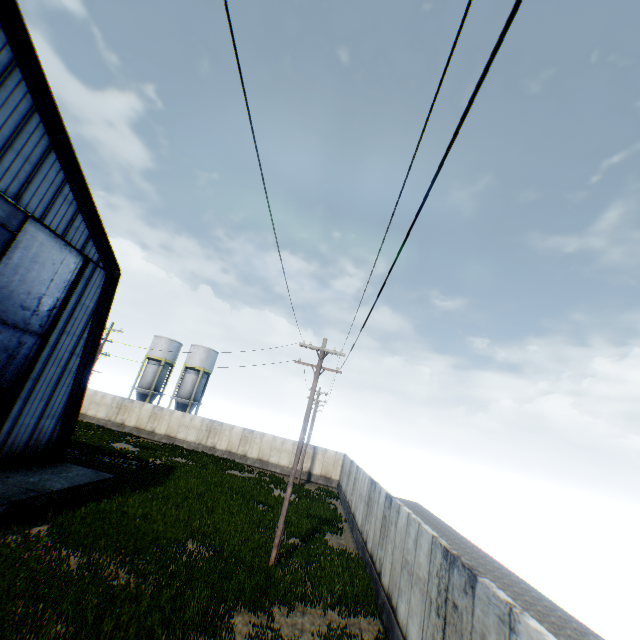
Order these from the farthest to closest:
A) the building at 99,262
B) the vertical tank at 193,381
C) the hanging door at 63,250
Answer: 1. the vertical tank at 193,381
2. the hanging door at 63,250
3. the building at 99,262

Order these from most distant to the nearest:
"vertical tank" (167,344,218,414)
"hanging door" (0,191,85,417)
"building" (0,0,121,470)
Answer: "vertical tank" (167,344,218,414) < "hanging door" (0,191,85,417) < "building" (0,0,121,470)

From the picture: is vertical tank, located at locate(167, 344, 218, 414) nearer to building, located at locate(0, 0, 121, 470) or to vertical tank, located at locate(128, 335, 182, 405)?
vertical tank, located at locate(128, 335, 182, 405)

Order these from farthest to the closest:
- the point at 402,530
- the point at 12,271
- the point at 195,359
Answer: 1. the point at 195,359
2. the point at 12,271
3. the point at 402,530

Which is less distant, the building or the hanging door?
the building

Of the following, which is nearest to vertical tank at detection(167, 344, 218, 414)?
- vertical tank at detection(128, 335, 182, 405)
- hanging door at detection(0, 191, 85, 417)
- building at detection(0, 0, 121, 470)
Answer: vertical tank at detection(128, 335, 182, 405)

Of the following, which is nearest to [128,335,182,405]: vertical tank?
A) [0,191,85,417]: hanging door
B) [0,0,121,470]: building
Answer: [0,0,121,470]: building

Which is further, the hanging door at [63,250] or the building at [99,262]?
the hanging door at [63,250]
